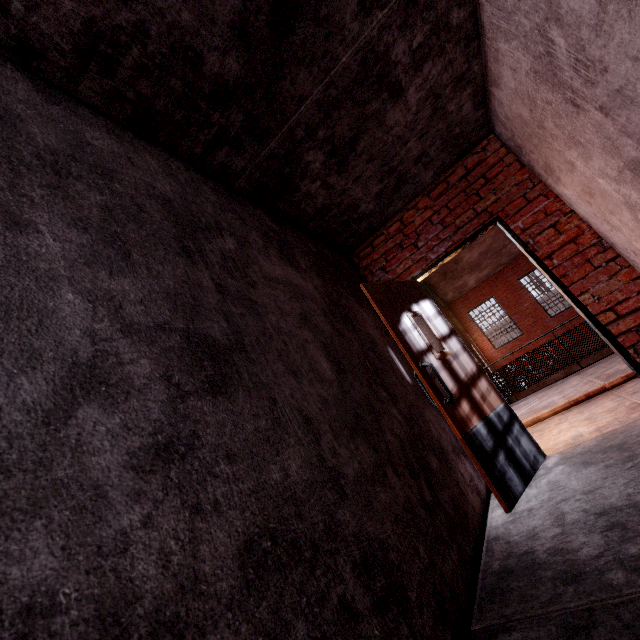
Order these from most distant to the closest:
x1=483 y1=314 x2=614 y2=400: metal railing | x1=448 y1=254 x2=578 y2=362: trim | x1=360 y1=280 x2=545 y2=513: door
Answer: x1=448 y1=254 x2=578 y2=362: trim, x1=483 y1=314 x2=614 y2=400: metal railing, x1=360 y1=280 x2=545 y2=513: door

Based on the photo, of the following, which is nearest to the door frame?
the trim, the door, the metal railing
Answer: the door

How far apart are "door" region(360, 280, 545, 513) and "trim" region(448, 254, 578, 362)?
16.09m

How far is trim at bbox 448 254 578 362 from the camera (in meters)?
16.33

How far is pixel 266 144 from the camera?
2.3m

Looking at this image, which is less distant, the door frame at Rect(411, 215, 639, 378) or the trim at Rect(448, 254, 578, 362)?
the door frame at Rect(411, 215, 639, 378)

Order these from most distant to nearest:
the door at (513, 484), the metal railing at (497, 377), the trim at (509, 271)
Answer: the trim at (509, 271)
the metal railing at (497, 377)
the door at (513, 484)

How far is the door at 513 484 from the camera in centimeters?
246cm
